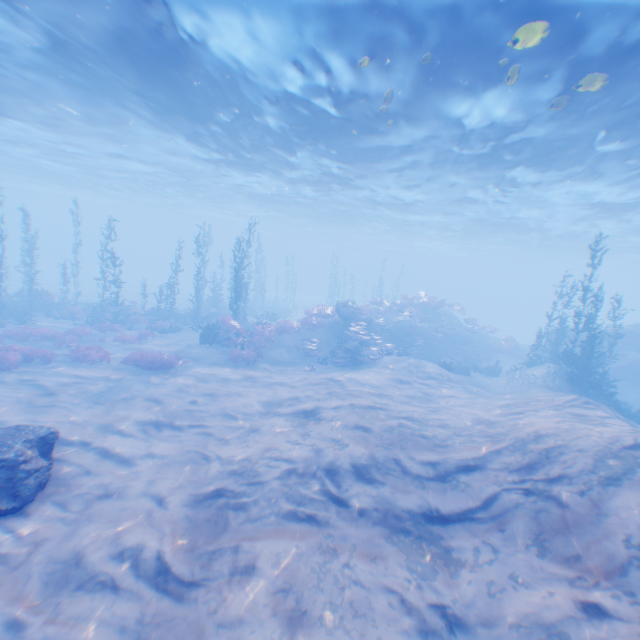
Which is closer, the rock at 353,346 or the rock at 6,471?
the rock at 6,471

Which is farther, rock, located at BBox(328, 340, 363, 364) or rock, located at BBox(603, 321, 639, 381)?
rock, located at BBox(603, 321, 639, 381)

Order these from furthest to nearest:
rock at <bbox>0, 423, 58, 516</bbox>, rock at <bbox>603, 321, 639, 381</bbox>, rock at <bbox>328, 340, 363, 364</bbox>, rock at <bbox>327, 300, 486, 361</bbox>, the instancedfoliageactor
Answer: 1. rock at <bbox>327, 300, 486, 361</bbox>
2. rock at <bbox>603, 321, 639, 381</bbox>
3. rock at <bbox>328, 340, 363, 364</bbox>
4. the instancedfoliageactor
5. rock at <bbox>0, 423, 58, 516</bbox>

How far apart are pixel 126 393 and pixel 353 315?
13.74m

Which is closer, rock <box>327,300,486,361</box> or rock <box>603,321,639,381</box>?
rock <box>603,321,639,381</box>

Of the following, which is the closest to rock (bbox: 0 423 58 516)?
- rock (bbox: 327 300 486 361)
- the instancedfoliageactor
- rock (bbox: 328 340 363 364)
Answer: rock (bbox: 327 300 486 361)

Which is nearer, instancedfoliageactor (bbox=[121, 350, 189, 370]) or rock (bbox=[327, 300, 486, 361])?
instancedfoliageactor (bbox=[121, 350, 189, 370])

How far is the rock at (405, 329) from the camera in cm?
2166
